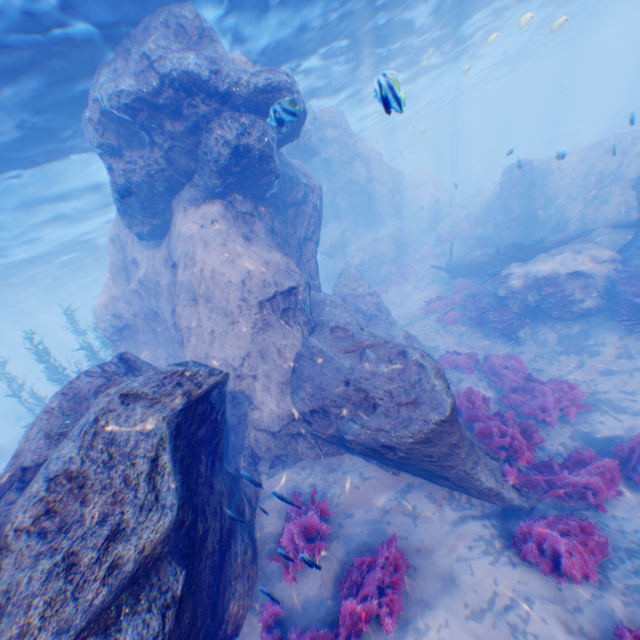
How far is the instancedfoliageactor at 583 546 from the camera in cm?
471

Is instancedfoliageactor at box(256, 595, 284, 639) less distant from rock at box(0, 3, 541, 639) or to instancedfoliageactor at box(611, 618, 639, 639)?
rock at box(0, 3, 541, 639)

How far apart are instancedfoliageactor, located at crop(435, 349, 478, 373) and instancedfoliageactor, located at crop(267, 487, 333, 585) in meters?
7.7 m

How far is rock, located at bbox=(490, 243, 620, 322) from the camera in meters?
11.8 m

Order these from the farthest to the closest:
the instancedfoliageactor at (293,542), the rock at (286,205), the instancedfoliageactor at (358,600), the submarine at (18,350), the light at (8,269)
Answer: the submarine at (18,350) < the light at (8,269) < the instancedfoliageactor at (293,542) < the instancedfoliageactor at (358,600) < the rock at (286,205)

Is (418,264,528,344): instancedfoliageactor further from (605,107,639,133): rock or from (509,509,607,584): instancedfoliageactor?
(509,509,607,584): instancedfoliageactor

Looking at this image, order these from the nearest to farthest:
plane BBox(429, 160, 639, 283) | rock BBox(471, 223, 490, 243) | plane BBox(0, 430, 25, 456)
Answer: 1. plane BBox(429, 160, 639, 283)
2. rock BBox(471, 223, 490, 243)
3. plane BBox(0, 430, 25, 456)

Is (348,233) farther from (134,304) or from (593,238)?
(134,304)
